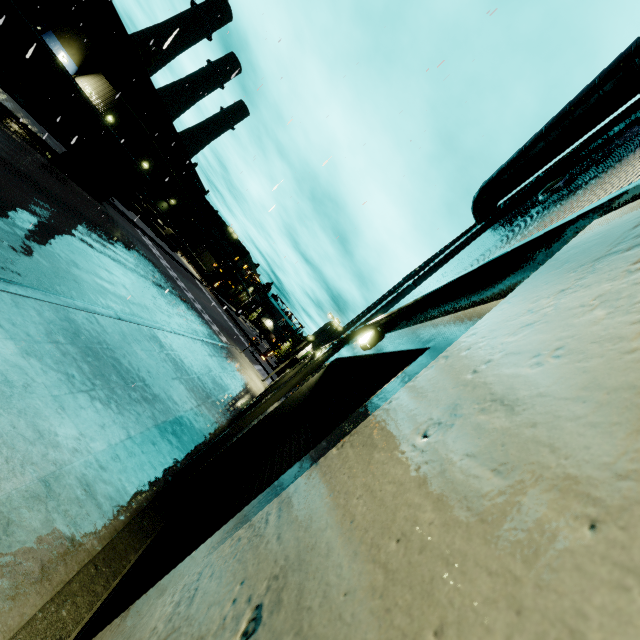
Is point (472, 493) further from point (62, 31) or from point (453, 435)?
point (62, 31)

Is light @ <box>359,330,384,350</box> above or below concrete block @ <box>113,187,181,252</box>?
above

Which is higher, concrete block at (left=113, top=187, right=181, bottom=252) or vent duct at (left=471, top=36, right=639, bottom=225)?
vent duct at (left=471, top=36, right=639, bottom=225)

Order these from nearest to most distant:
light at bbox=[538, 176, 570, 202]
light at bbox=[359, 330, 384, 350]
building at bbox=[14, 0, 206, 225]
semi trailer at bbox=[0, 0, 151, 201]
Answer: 1. light at bbox=[359, 330, 384, 350]
2. light at bbox=[538, 176, 570, 202]
3. semi trailer at bbox=[0, 0, 151, 201]
4. building at bbox=[14, 0, 206, 225]

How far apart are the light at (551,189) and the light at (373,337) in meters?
3.7 m

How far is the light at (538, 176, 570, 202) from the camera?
5.1m

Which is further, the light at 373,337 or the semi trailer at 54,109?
the semi trailer at 54,109

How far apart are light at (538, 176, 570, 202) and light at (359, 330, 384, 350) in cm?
374
